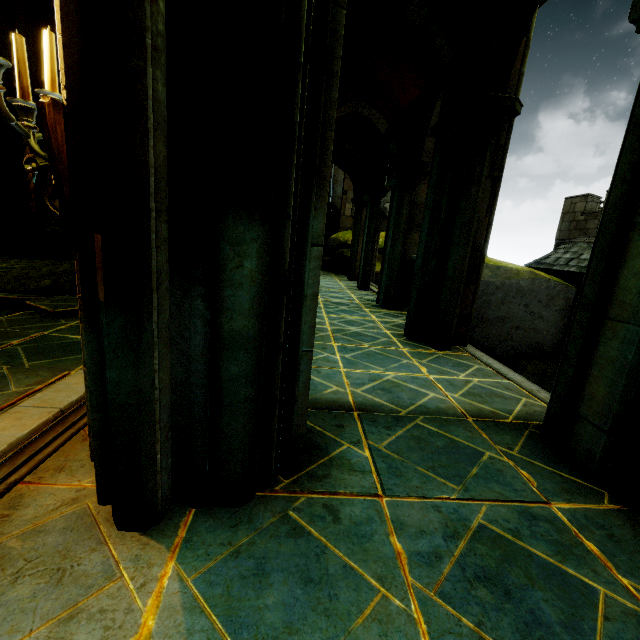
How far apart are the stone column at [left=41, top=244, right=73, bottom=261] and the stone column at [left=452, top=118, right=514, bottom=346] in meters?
13.0 m

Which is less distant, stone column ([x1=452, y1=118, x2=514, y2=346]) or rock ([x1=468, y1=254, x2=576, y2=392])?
stone column ([x1=452, y1=118, x2=514, y2=346])

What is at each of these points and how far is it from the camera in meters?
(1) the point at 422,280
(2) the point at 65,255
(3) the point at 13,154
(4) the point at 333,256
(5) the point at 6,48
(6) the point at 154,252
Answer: (1) stone column, 4.9 m
(2) stone column, 13.2 m
(3) building, 17.4 m
(4) rock, 16.4 m
(5) building, 16.2 m
(6) building, 1.2 m

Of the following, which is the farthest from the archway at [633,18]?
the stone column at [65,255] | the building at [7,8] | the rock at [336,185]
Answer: the stone column at [65,255]

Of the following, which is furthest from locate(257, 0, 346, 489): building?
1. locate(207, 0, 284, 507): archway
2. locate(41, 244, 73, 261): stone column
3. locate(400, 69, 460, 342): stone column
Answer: locate(41, 244, 73, 261): stone column

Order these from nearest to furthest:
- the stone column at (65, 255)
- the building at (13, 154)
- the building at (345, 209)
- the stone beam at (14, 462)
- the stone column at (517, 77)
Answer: the stone beam at (14, 462)
the stone column at (517, 77)
the stone column at (65, 255)
the building at (13, 154)
the building at (345, 209)

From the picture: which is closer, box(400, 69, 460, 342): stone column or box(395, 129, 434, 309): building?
box(400, 69, 460, 342): stone column

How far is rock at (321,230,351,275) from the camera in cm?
1580
